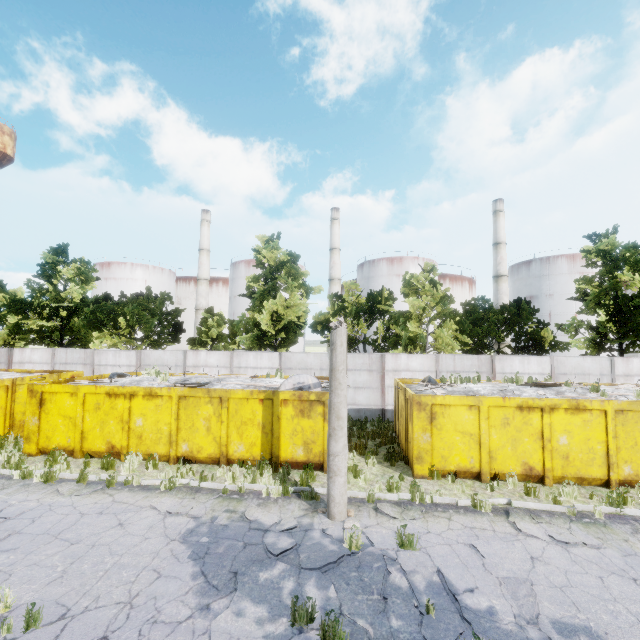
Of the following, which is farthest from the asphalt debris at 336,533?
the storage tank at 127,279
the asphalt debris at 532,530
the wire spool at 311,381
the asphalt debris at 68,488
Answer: the storage tank at 127,279

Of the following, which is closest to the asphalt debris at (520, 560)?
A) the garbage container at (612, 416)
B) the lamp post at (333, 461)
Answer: the lamp post at (333, 461)

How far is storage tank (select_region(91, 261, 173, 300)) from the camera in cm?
5250

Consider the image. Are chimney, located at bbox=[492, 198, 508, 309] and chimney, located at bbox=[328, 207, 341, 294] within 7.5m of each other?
no

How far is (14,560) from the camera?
6.2 meters

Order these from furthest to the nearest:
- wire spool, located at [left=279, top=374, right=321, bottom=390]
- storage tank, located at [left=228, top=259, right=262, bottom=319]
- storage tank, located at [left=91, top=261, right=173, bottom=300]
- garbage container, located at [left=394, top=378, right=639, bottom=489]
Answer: storage tank, located at [left=91, top=261, right=173, bottom=300] < storage tank, located at [left=228, top=259, right=262, bottom=319] < wire spool, located at [left=279, top=374, right=321, bottom=390] < garbage container, located at [left=394, top=378, right=639, bottom=489]

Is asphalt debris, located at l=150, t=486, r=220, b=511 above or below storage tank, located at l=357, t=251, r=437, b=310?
below

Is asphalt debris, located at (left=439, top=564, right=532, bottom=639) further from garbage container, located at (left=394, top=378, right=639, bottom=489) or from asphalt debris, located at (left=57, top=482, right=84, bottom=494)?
asphalt debris, located at (left=57, top=482, right=84, bottom=494)
